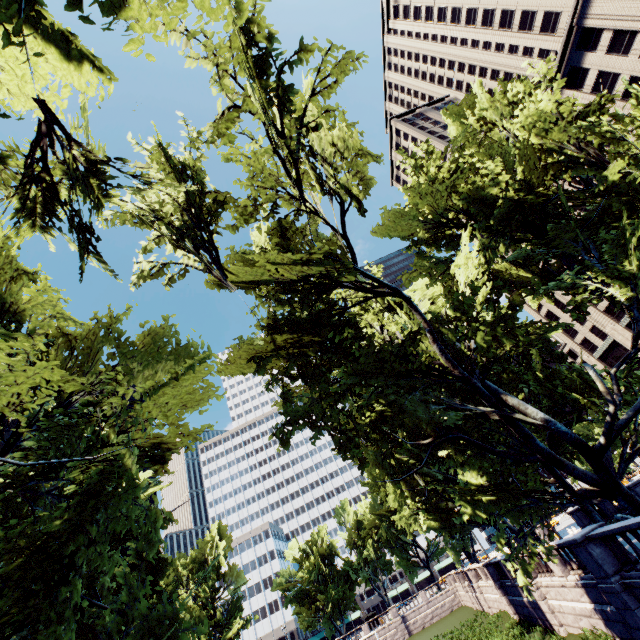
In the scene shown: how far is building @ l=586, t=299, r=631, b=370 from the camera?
53.47m

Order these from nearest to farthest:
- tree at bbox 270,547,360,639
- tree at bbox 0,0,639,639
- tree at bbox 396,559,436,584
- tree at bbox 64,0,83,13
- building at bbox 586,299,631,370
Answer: tree at bbox 64,0,83,13
tree at bbox 0,0,639,639
building at bbox 586,299,631,370
tree at bbox 270,547,360,639
tree at bbox 396,559,436,584

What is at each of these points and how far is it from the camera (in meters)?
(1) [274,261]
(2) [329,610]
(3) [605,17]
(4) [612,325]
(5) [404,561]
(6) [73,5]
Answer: (1) tree, 13.50
(2) tree, 56.03
(3) building, 39.00
(4) building, 54.81
(5) tree, 58.97
(6) tree, 4.21

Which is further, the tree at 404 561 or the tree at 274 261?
the tree at 404 561

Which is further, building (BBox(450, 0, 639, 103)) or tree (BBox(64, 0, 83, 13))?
building (BBox(450, 0, 639, 103))

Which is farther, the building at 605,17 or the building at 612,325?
the building at 612,325

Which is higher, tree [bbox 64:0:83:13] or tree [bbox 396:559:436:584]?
tree [bbox 64:0:83:13]
